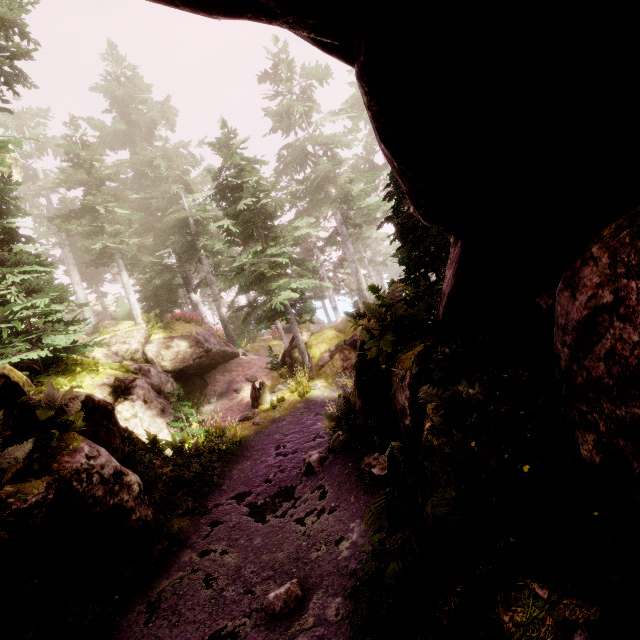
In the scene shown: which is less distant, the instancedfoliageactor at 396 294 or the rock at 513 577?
the rock at 513 577

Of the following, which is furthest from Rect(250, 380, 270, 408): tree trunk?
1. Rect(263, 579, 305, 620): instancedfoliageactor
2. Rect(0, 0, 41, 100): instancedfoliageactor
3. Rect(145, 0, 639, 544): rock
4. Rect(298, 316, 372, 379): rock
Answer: Rect(263, 579, 305, 620): instancedfoliageactor

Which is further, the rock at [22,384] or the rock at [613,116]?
the rock at [22,384]

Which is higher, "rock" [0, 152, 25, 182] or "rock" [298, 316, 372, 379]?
"rock" [0, 152, 25, 182]

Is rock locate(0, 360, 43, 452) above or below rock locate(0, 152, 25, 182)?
below

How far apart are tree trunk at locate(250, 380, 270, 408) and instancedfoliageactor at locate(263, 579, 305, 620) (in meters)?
11.38

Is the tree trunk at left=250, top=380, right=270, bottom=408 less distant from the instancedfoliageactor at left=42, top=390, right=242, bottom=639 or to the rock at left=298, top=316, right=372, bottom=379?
the instancedfoliageactor at left=42, top=390, right=242, bottom=639

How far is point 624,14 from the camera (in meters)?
2.25
